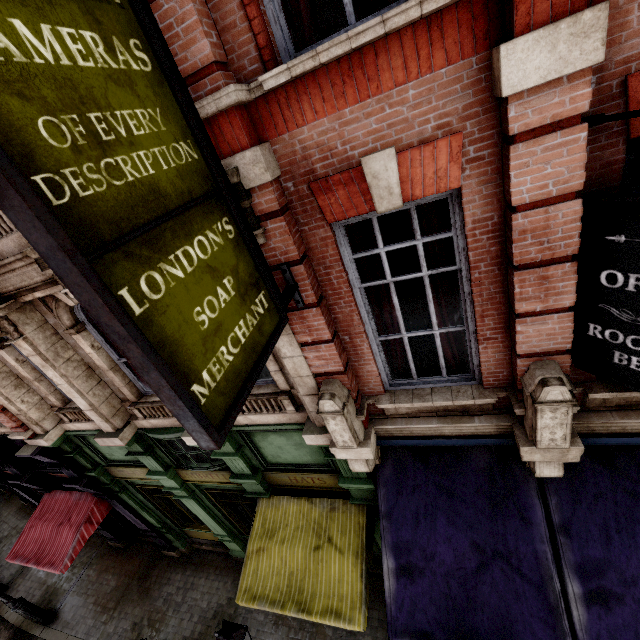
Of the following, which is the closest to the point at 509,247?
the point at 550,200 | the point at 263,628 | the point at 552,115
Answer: the point at 550,200

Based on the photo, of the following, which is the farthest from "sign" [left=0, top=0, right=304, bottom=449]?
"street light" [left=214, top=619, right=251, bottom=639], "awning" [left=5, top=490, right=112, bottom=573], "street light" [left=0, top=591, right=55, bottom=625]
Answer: "street light" [left=0, top=591, right=55, bottom=625]

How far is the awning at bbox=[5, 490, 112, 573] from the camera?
8.6 meters

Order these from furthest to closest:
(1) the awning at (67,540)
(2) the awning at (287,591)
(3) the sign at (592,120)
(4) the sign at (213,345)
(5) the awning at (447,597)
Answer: (1) the awning at (67,540) < (2) the awning at (287,591) < (5) the awning at (447,597) < (3) the sign at (592,120) < (4) the sign at (213,345)

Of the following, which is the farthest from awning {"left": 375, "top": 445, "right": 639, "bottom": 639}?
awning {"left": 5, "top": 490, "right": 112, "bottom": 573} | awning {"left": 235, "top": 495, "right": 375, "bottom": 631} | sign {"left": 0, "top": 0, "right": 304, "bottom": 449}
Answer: awning {"left": 5, "top": 490, "right": 112, "bottom": 573}

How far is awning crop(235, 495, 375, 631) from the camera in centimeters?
551cm

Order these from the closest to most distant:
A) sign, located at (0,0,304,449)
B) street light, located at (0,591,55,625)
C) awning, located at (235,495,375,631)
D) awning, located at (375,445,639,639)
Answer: sign, located at (0,0,304,449)
awning, located at (375,445,639,639)
awning, located at (235,495,375,631)
street light, located at (0,591,55,625)

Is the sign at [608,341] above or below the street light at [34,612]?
above
